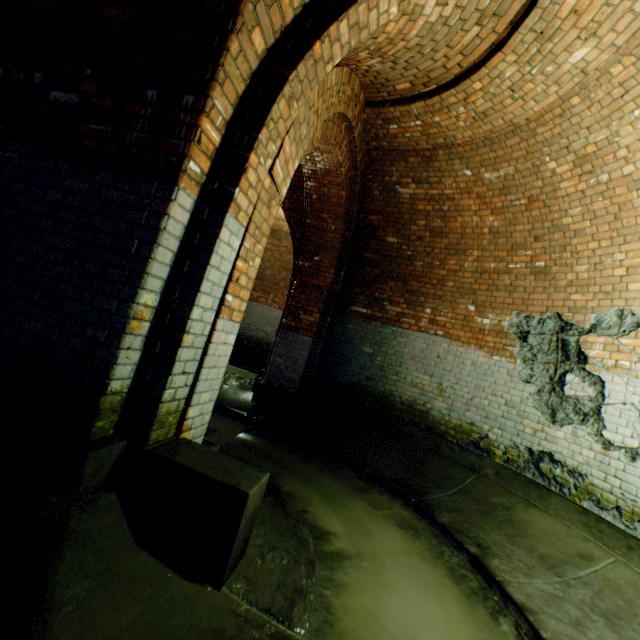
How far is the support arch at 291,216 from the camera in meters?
6.2 m

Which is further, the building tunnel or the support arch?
the support arch

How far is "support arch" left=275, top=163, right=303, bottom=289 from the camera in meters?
6.2

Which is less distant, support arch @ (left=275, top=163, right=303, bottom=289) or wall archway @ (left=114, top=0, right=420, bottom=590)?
wall archway @ (left=114, top=0, right=420, bottom=590)

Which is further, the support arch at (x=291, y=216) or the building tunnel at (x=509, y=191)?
the support arch at (x=291, y=216)

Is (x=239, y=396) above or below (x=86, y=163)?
below
